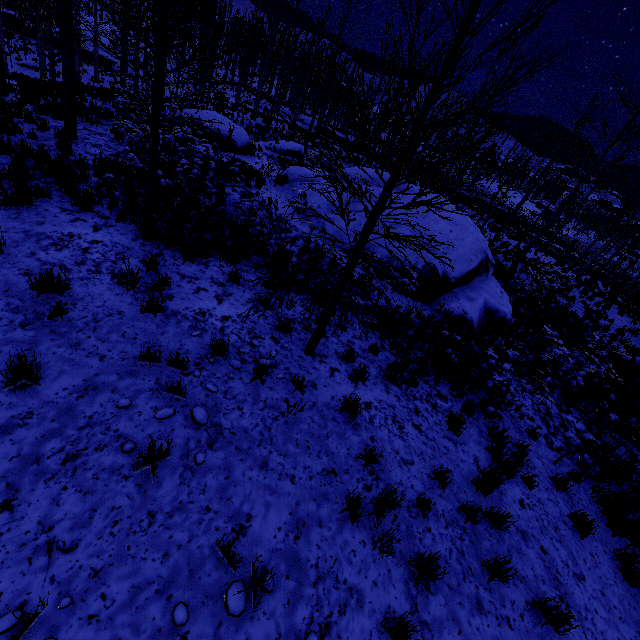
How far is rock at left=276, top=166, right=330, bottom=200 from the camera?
12.9m

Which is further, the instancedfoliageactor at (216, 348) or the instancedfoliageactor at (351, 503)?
the instancedfoliageactor at (216, 348)

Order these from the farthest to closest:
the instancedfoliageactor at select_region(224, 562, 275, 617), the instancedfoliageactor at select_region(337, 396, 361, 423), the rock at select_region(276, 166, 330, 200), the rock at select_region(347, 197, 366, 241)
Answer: the rock at select_region(276, 166, 330, 200), the rock at select_region(347, 197, 366, 241), the instancedfoliageactor at select_region(337, 396, 361, 423), the instancedfoliageactor at select_region(224, 562, 275, 617)

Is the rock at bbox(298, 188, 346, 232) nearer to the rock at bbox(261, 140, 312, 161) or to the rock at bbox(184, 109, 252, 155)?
the rock at bbox(184, 109, 252, 155)

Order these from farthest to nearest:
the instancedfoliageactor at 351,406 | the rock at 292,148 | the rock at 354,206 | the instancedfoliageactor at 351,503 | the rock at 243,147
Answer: the rock at 292,148 < the rock at 243,147 < the rock at 354,206 < the instancedfoliageactor at 351,406 < the instancedfoliageactor at 351,503

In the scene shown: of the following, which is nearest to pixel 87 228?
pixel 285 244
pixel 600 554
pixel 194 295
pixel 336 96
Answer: pixel 194 295

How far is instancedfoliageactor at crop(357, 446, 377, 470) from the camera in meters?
4.5 m

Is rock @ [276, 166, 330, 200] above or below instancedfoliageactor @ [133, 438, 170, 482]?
above
